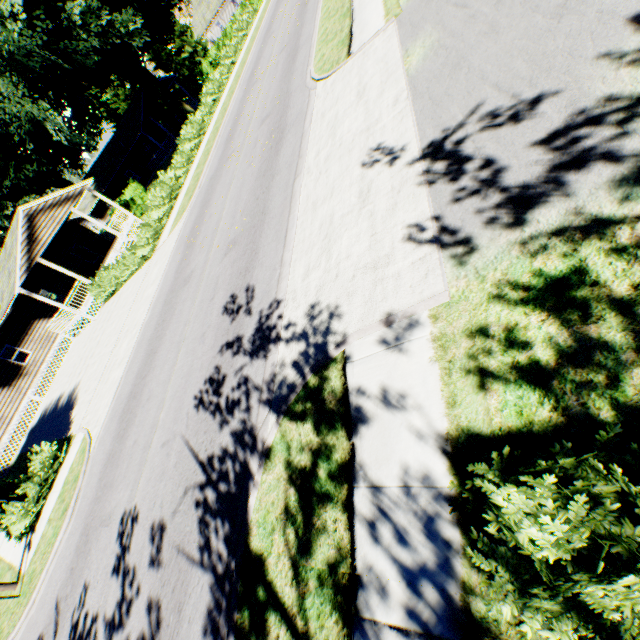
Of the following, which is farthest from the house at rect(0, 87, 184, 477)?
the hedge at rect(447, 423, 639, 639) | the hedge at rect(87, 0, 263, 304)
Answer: the hedge at rect(447, 423, 639, 639)

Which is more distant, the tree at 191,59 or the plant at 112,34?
the tree at 191,59

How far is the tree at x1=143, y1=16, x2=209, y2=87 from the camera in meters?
44.8 m

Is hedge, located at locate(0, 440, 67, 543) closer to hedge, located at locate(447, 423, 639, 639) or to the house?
the house

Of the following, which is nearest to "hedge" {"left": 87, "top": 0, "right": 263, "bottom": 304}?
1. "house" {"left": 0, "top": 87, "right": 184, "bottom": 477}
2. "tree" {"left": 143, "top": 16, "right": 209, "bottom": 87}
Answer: "tree" {"left": 143, "top": 16, "right": 209, "bottom": 87}

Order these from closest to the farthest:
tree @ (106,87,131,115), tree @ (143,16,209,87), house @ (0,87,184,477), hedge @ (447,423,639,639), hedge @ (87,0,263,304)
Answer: hedge @ (447,423,639,639)
hedge @ (87,0,263,304)
house @ (0,87,184,477)
tree @ (143,16,209,87)
tree @ (106,87,131,115)

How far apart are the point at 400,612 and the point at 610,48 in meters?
7.0

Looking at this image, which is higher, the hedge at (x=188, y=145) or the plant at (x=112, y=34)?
the plant at (x=112, y=34)
